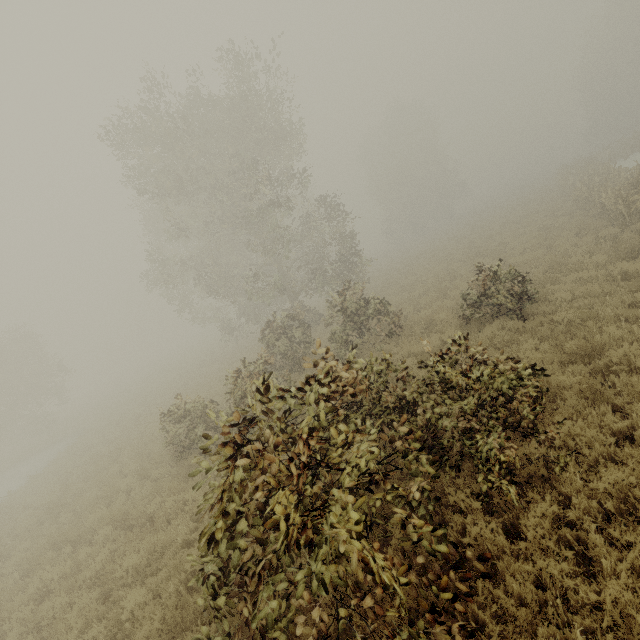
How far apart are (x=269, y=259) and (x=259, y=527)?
17.31m
